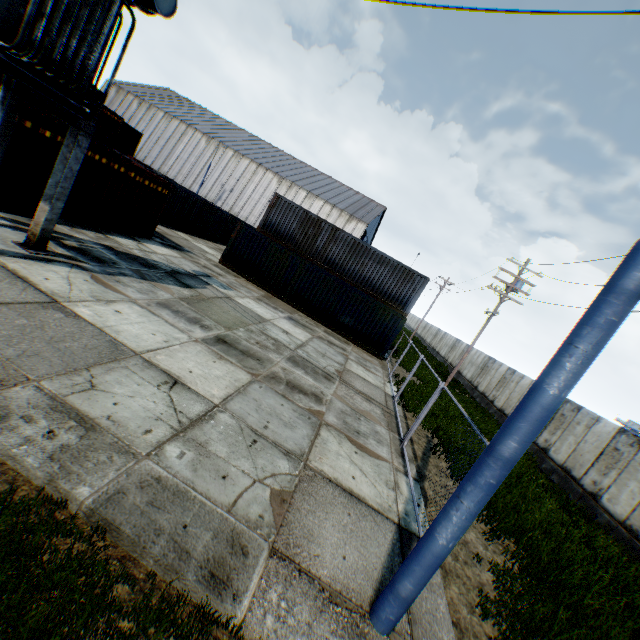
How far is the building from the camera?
47.12m

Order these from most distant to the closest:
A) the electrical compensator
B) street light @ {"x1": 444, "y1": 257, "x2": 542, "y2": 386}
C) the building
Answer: the building
street light @ {"x1": 444, "y1": 257, "x2": 542, "y2": 386}
the electrical compensator

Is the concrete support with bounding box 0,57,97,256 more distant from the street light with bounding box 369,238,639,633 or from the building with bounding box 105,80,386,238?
the building with bounding box 105,80,386,238

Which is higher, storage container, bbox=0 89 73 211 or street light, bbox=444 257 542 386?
street light, bbox=444 257 542 386

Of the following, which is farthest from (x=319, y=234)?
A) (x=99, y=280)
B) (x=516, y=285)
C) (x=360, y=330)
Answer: (x=99, y=280)

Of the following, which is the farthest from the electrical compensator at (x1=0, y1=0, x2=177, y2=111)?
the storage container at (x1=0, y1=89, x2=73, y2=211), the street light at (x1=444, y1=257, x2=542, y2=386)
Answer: the street light at (x1=444, y1=257, x2=542, y2=386)

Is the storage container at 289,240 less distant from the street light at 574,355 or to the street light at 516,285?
the street light at 516,285

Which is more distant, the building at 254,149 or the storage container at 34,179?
the building at 254,149
